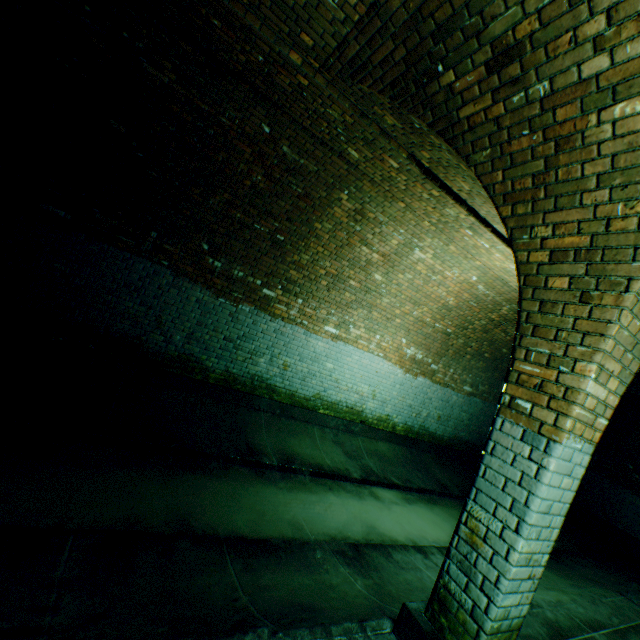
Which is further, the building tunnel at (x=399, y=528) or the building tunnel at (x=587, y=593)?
the building tunnel at (x=587, y=593)

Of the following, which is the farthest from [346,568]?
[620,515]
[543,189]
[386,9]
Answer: [620,515]

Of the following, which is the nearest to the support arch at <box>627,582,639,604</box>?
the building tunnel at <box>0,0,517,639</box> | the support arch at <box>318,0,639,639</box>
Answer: the building tunnel at <box>0,0,517,639</box>

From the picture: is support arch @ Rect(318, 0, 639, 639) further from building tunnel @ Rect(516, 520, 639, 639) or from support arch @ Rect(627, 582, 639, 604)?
support arch @ Rect(627, 582, 639, 604)

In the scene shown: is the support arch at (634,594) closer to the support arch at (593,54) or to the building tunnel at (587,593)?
the building tunnel at (587,593)

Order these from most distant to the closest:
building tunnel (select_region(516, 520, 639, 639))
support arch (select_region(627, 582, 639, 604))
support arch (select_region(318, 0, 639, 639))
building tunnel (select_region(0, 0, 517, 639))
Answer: support arch (select_region(627, 582, 639, 604))
building tunnel (select_region(516, 520, 639, 639))
building tunnel (select_region(0, 0, 517, 639))
support arch (select_region(318, 0, 639, 639))

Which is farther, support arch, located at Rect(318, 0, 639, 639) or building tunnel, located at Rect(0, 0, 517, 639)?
building tunnel, located at Rect(0, 0, 517, 639)
